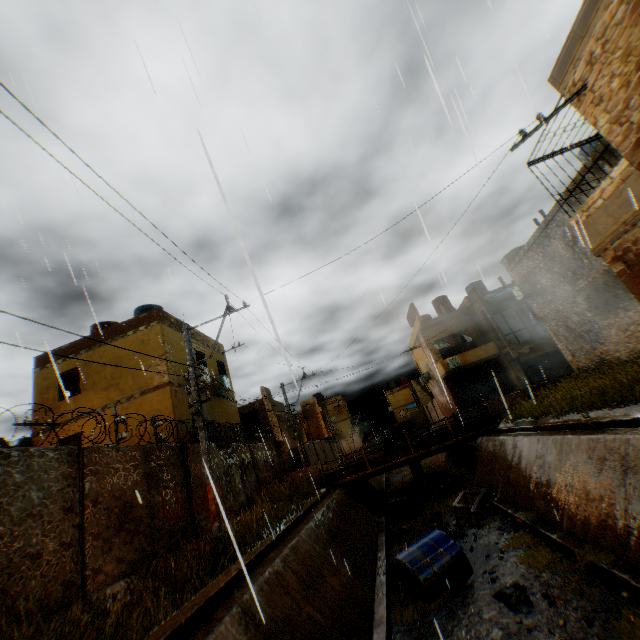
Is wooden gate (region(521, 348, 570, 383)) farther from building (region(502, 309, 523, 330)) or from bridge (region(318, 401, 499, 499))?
bridge (region(318, 401, 499, 499))

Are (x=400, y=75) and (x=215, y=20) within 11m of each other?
yes

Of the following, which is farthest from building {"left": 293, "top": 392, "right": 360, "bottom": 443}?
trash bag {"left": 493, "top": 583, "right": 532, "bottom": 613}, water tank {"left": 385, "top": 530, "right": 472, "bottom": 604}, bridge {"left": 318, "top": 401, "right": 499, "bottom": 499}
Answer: trash bag {"left": 493, "top": 583, "right": 532, "bottom": 613}

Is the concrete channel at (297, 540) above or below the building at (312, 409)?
below

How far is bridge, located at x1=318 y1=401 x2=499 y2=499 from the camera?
17.4m

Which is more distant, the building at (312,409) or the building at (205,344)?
the building at (312,409)

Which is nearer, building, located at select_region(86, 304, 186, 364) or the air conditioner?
building, located at select_region(86, 304, 186, 364)

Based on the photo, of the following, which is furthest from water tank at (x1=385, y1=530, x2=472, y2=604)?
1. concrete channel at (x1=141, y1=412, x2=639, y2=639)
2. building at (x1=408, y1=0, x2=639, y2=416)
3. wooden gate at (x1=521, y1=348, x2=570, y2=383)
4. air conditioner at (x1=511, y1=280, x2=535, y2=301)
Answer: wooden gate at (x1=521, y1=348, x2=570, y2=383)
